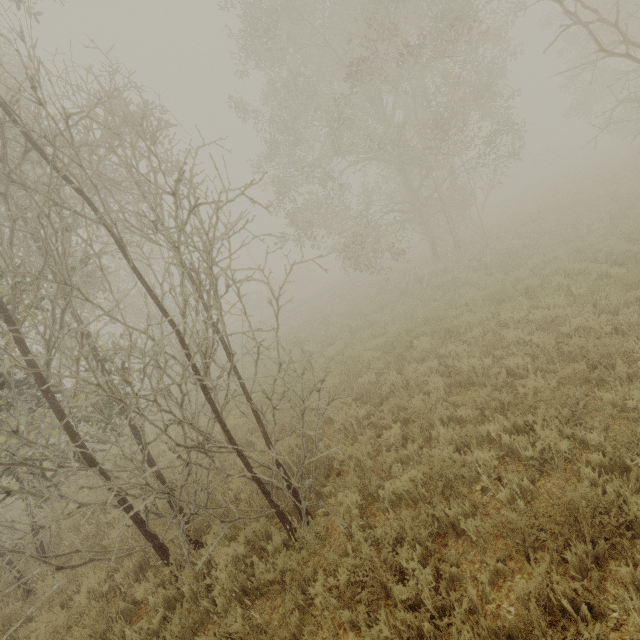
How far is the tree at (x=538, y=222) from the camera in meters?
13.1

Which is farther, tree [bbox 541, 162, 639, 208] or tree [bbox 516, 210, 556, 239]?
tree [bbox 541, 162, 639, 208]

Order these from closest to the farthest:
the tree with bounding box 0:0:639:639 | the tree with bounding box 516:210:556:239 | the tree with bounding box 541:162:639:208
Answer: the tree with bounding box 0:0:639:639
the tree with bounding box 516:210:556:239
the tree with bounding box 541:162:639:208

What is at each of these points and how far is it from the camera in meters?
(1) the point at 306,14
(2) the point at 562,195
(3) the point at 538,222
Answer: (1) tree, 13.6 m
(2) tree, 18.8 m
(3) tree, 14.2 m

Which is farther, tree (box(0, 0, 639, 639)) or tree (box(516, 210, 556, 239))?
tree (box(516, 210, 556, 239))

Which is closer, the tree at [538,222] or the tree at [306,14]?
the tree at [306,14]

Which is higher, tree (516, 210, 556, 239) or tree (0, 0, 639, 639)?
tree (0, 0, 639, 639)

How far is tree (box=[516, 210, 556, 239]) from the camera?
13.1 meters
